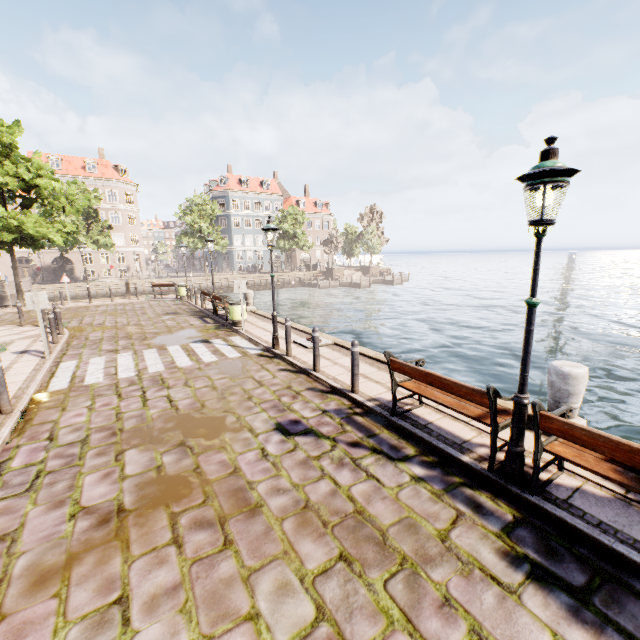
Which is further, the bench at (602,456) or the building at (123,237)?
the building at (123,237)

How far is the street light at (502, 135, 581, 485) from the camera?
3.1 meters

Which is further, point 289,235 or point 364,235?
point 364,235

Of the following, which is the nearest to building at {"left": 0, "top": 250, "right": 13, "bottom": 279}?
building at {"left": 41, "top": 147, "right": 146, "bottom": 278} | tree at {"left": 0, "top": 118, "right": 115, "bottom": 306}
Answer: tree at {"left": 0, "top": 118, "right": 115, "bottom": 306}

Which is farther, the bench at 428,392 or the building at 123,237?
the building at 123,237

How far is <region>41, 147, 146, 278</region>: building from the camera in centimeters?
4406cm

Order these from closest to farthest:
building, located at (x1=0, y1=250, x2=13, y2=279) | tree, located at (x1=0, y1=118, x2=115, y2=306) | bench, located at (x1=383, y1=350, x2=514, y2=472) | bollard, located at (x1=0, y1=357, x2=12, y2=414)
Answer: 1. bench, located at (x1=383, y1=350, x2=514, y2=472)
2. bollard, located at (x1=0, y1=357, x2=12, y2=414)
3. tree, located at (x1=0, y1=118, x2=115, y2=306)
4. building, located at (x1=0, y1=250, x2=13, y2=279)

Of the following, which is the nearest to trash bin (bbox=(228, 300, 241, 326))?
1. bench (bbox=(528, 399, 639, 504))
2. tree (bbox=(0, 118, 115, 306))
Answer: bench (bbox=(528, 399, 639, 504))
